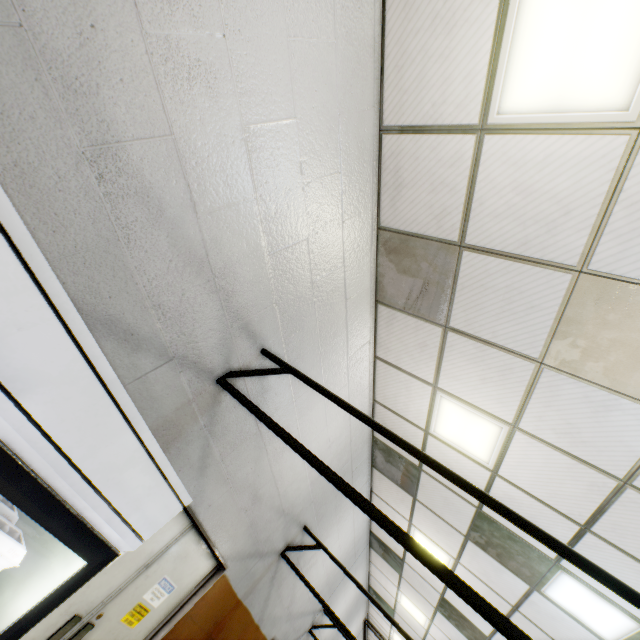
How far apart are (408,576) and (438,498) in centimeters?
369cm

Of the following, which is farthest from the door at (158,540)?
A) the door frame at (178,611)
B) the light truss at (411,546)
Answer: the light truss at (411,546)

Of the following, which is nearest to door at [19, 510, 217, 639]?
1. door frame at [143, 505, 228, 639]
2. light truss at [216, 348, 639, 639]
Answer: door frame at [143, 505, 228, 639]

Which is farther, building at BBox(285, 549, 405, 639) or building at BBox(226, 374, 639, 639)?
building at BBox(285, 549, 405, 639)

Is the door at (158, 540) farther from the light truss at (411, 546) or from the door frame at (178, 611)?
the light truss at (411, 546)

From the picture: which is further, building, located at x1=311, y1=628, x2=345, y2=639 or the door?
building, located at x1=311, y1=628, x2=345, y2=639

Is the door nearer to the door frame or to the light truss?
the door frame
